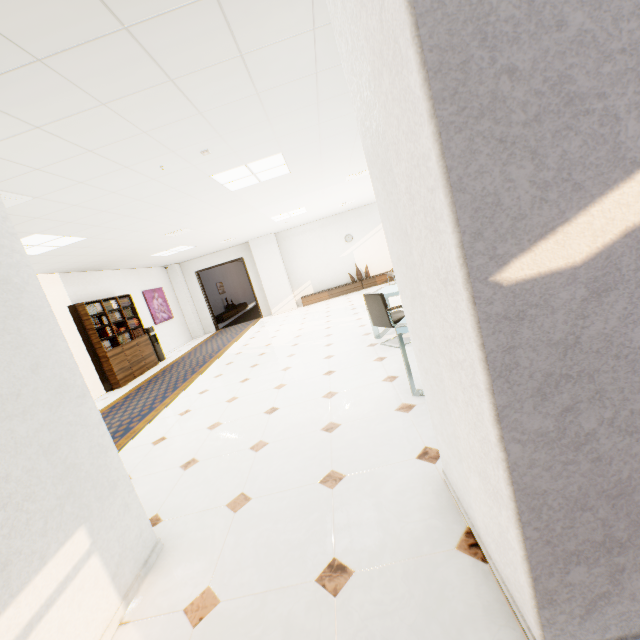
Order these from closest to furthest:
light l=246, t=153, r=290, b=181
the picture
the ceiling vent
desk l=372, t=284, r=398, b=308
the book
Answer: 1. the ceiling vent
2. light l=246, t=153, r=290, b=181
3. desk l=372, t=284, r=398, b=308
4. the book
5. the picture

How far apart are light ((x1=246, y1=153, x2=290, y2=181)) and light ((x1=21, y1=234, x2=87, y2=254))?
2.5 meters

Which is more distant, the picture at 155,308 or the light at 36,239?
the picture at 155,308

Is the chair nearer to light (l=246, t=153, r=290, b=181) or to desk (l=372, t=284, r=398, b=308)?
desk (l=372, t=284, r=398, b=308)

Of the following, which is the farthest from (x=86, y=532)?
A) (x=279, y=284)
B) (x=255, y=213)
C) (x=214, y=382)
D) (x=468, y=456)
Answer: (x=279, y=284)

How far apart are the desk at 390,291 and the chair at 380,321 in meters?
0.1 m

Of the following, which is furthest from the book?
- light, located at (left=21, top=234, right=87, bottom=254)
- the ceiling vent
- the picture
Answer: the ceiling vent

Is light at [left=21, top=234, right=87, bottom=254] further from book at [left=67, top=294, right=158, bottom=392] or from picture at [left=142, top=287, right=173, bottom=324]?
picture at [left=142, top=287, right=173, bottom=324]
